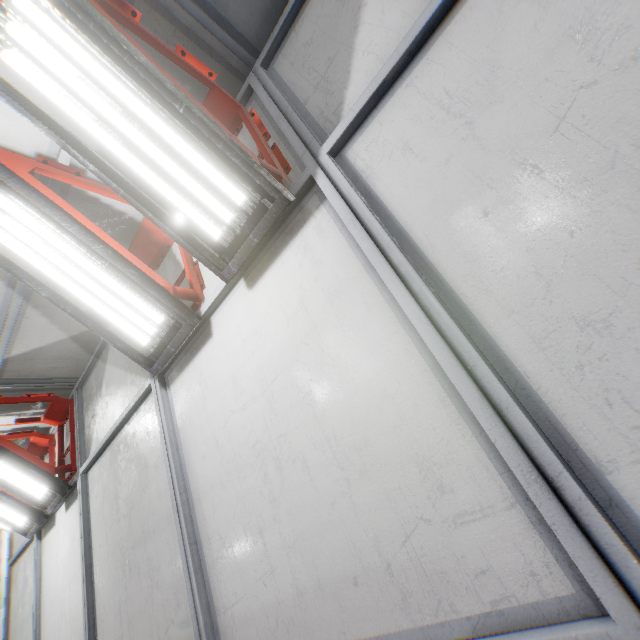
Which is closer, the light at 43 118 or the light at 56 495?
the light at 43 118

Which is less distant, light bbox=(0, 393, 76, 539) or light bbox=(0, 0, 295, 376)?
light bbox=(0, 0, 295, 376)

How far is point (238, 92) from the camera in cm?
220
